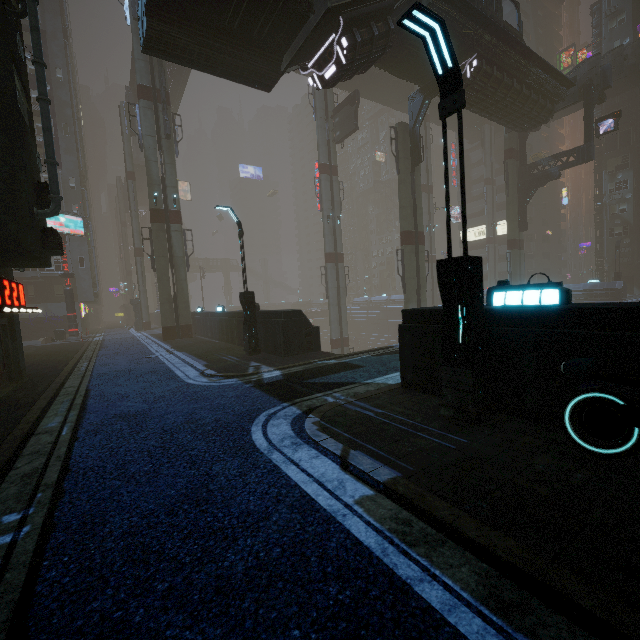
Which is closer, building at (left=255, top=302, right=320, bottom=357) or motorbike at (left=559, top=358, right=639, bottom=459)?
motorbike at (left=559, top=358, right=639, bottom=459)

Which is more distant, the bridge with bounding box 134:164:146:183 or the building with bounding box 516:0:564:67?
the building with bounding box 516:0:564:67

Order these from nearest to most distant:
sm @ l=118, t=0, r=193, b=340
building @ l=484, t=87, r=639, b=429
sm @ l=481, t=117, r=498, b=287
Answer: building @ l=484, t=87, r=639, b=429, sm @ l=118, t=0, r=193, b=340, sm @ l=481, t=117, r=498, b=287

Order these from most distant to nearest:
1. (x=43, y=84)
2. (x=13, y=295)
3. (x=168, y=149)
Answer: (x=168, y=149) < (x=13, y=295) < (x=43, y=84)

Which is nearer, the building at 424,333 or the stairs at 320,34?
the building at 424,333

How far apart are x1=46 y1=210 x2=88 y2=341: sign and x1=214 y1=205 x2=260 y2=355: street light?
24.2 meters

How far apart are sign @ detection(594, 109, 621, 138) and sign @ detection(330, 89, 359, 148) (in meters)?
20.28

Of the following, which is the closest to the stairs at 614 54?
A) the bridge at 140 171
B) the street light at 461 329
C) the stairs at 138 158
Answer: the street light at 461 329
